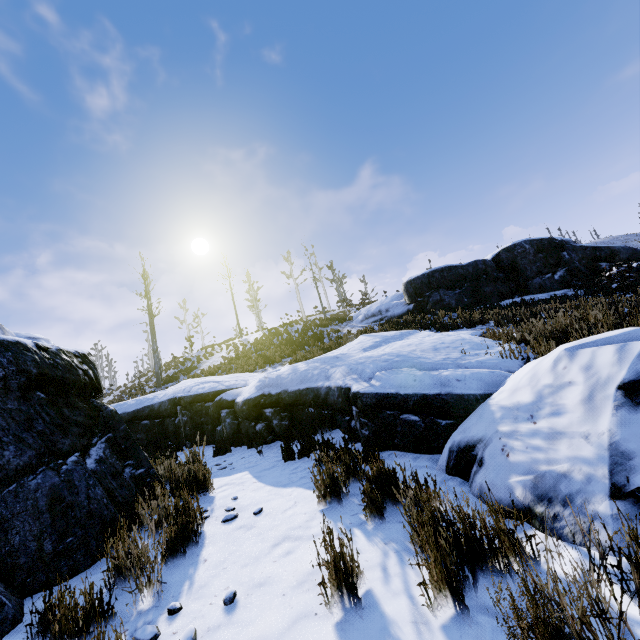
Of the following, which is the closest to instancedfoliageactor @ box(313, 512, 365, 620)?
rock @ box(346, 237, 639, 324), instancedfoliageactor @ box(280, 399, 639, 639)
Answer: instancedfoliageactor @ box(280, 399, 639, 639)

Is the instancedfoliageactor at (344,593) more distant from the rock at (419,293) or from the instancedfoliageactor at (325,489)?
the rock at (419,293)

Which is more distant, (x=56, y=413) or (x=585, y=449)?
(x=56, y=413)

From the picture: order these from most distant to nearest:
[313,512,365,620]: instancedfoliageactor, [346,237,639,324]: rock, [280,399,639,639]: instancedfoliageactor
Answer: [346,237,639,324]: rock → [313,512,365,620]: instancedfoliageactor → [280,399,639,639]: instancedfoliageactor

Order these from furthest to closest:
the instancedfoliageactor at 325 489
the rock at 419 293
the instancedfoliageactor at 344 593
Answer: the rock at 419 293
the instancedfoliageactor at 344 593
the instancedfoliageactor at 325 489

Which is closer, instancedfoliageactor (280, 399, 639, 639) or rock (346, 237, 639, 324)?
instancedfoliageactor (280, 399, 639, 639)

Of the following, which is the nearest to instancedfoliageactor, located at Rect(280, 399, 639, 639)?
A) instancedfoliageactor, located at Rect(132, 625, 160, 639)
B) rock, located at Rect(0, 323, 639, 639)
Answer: rock, located at Rect(0, 323, 639, 639)

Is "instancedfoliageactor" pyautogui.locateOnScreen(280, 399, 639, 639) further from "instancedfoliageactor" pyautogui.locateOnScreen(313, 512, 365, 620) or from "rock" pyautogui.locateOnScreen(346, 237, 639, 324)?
"rock" pyautogui.locateOnScreen(346, 237, 639, 324)
